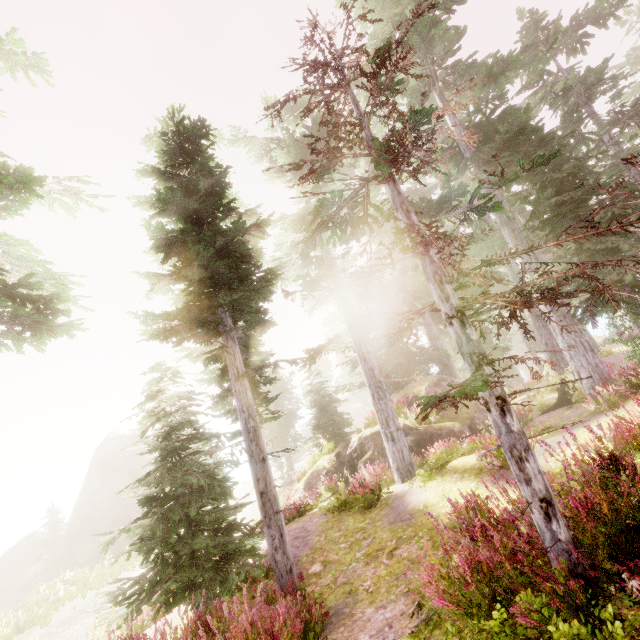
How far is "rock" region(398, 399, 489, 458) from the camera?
13.7 meters

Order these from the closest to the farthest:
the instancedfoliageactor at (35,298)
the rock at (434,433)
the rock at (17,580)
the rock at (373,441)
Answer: the instancedfoliageactor at (35,298)
the rock at (434,433)
the rock at (373,441)
the rock at (17,580)

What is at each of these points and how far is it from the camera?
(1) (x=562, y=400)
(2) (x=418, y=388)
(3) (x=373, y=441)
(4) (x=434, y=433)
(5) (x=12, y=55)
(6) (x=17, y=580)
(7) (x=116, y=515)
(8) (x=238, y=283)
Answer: (1) tree trunk, 14.46m
(2) rock, 17.05m
(3) rock, 16.23m
(4) rock, 13.98m
(5) instancedfoliageactor, 6.11m
(6) rock, 30.23m
(7) rock, 34.22m
(8) instancedfoliageactor, 8.27m

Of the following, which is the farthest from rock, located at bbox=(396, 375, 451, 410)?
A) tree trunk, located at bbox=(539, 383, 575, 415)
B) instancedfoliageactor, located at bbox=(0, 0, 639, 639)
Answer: tree trunk, located at bbox=(539, 383, 575, 415)

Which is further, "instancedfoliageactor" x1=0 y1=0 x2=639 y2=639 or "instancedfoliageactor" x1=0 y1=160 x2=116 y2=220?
"instancedfoliageactor" x1=0 y1=160 x2=116 y2=220

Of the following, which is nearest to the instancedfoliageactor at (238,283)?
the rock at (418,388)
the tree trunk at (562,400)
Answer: the rock at (418,388)

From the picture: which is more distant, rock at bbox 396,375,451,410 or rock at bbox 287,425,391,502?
rock at bbox 396,375,451,410
